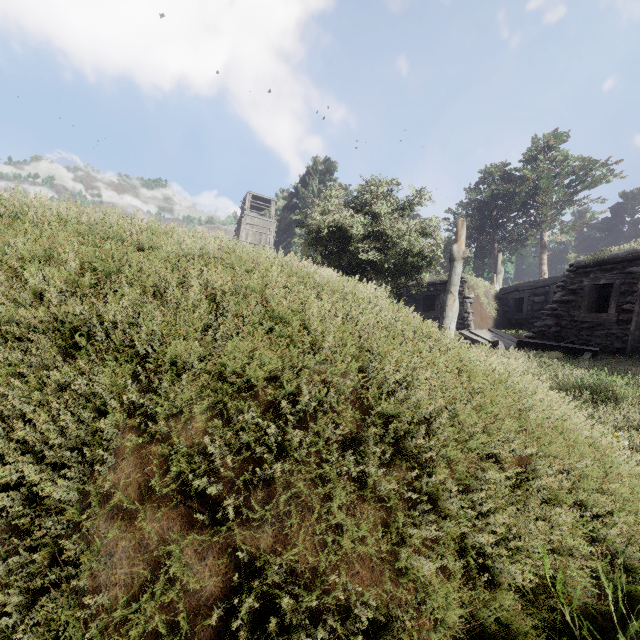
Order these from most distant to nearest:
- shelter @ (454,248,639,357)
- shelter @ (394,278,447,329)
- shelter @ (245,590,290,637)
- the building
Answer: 1. the building
2. shelter @ (394,278,447,329)
3. shelter @ (454,248,639,357)
4. shelter @ (245,590,290,637)

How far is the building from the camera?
31.5 meters

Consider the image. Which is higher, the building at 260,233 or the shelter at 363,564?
the building at 260,233

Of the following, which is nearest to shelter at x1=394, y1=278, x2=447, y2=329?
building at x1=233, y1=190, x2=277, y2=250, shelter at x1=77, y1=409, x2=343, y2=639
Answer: shelter at x1=77, y1=409, x2=343, y2=639

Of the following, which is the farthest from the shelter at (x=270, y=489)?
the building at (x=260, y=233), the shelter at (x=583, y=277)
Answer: the building at (x=260, y=233)

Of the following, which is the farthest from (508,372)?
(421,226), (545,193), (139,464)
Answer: (545,193)

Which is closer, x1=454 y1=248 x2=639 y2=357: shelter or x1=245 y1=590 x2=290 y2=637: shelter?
x1=245 y1=590 x2=290 y2=637: shelter
